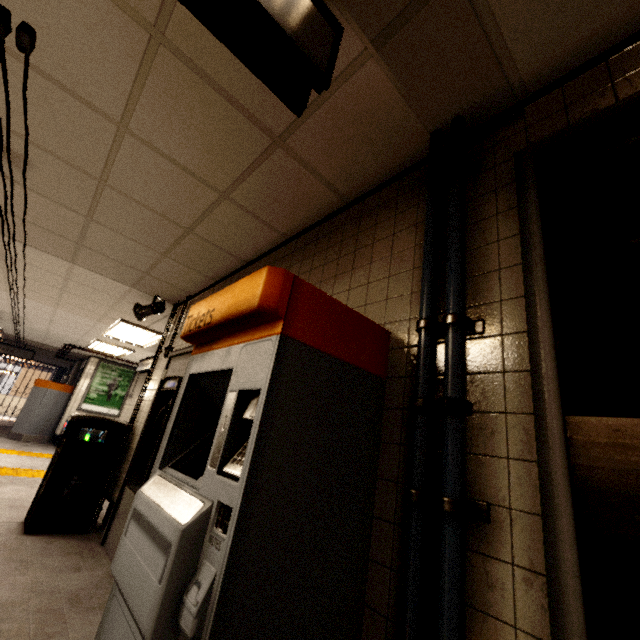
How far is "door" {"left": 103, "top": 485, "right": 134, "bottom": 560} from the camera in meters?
3.1

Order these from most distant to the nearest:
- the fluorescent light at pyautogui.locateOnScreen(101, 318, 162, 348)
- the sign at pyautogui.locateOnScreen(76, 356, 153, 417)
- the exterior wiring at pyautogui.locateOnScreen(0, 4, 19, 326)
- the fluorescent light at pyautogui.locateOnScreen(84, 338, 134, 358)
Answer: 1. the sign at pyautogui.locateOnScreen(76, 356, 153, 417)
2. the fluorescent light at pyautogui.locateOnScreen(84, 338, 134, 358)
3. the fluorescent light at pyautogui.locateOnScreen(101, 318, 162, 348)
4. the exterior wiring at pyautogui.locateOnScreen(0, 4, 19, 326)

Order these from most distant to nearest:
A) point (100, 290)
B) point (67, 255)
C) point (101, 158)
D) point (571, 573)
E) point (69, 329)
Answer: point (69, 329) < point (100, 290) < point (67, 255) < point (101, 158) < point (571, 573)

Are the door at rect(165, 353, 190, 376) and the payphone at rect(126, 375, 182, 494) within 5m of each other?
yes

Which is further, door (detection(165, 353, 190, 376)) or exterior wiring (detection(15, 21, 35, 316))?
door (detection(165, 353, 190, 376))

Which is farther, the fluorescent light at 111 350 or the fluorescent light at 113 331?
the fluorescent light at 111 350

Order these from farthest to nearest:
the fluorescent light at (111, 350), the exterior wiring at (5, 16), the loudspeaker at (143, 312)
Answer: the fluorescent light at (111, 350)
the loudspeaker at (143, 312)
the exterior wiring at (5, 16)

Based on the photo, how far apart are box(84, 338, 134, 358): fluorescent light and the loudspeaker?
4.8m
